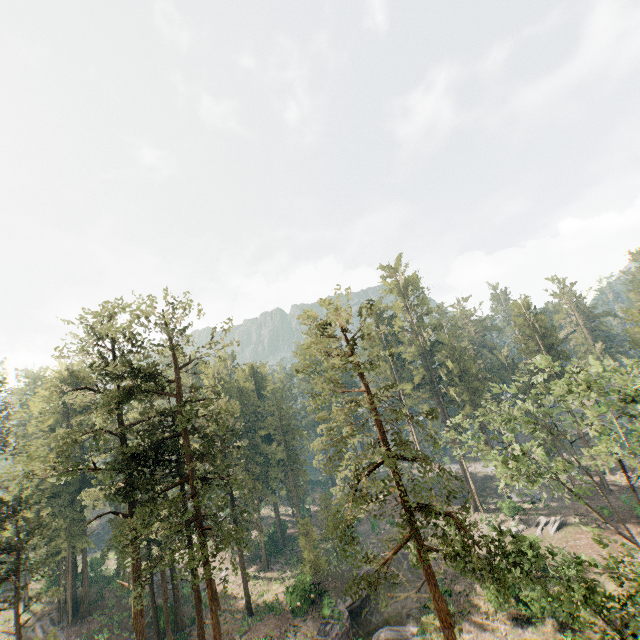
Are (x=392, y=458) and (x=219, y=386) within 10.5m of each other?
no

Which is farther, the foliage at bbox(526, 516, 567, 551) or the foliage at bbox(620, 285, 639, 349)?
the foliage at bbox(620, 285, 639, 349)

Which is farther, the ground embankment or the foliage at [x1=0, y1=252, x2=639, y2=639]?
the ground embankment

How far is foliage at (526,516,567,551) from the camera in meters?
18.5

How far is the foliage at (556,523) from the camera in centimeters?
1847cm

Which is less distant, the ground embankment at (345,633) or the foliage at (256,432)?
the foliage at (256,432)

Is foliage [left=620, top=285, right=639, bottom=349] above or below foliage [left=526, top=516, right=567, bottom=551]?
above
